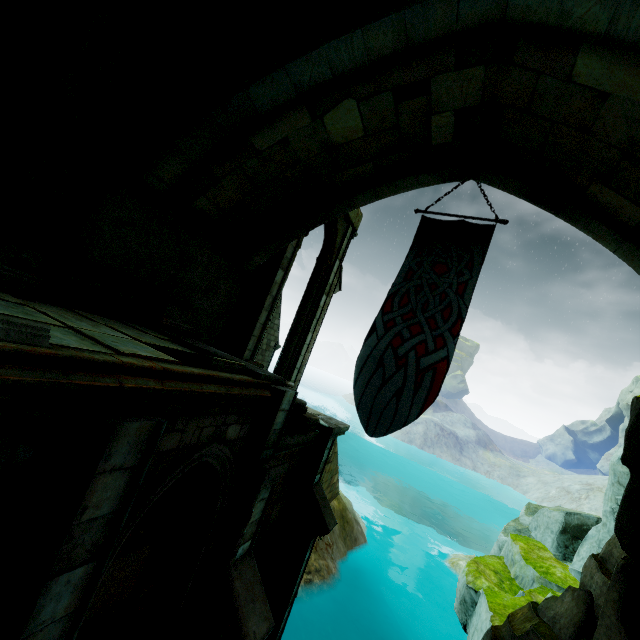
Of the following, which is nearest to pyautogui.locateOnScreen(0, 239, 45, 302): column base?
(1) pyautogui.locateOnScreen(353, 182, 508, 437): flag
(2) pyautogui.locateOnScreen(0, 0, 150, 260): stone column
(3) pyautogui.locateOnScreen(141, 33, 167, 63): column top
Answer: (2) pyautogui.locateOnScreen(0, 0, 150, 260): stone column

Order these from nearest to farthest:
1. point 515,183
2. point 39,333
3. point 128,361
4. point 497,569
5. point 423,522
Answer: point 39,333 < point 128,361 < point 515,183 < point 497,569 < point 423,522

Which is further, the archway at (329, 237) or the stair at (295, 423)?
the archway at (329, 237)

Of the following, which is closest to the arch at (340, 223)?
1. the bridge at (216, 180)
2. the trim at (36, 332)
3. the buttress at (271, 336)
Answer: the bridge at (216, 180)

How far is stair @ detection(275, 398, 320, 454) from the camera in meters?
6.4 m

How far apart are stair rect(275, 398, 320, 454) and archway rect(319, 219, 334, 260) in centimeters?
471cm

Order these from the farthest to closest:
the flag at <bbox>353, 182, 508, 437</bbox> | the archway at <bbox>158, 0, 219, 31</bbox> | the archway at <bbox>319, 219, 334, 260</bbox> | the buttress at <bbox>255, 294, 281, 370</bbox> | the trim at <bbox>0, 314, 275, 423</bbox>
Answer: the buttress at <bbox>255, 294, 281, 370</bbox> < the archway at <bbox>319, 219, 334, 260</bbox> < the flag at <bbox>353, 182, 508, 437</bbox> < the archway at <bbox>158, 0, 219, 31</bbox> < the trim at <bbox>0, 314, 275, 423</bbox>

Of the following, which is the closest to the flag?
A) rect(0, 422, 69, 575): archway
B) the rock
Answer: the rock
